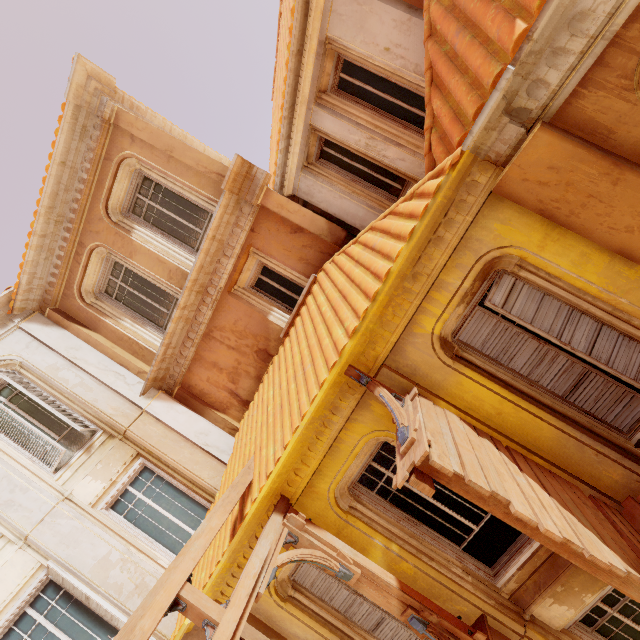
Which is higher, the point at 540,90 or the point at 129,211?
the point at 129,211

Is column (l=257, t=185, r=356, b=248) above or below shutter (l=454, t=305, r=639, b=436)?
above

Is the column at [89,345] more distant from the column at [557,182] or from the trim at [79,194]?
the column at [557,182]

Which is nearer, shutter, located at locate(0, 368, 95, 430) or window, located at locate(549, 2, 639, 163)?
window, located at locate(549, 2, 639, 163)

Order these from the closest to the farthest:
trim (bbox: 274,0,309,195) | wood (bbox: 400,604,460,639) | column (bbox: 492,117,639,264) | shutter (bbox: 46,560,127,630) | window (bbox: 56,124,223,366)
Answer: column (bbox: 492,117,639,264) → wood (bbox: 400,604,460,639) → shutter (bbox: 46,560,127,630) → trim (bbox: 274,0,309,195) → window (bbox: 56,124,223,366)

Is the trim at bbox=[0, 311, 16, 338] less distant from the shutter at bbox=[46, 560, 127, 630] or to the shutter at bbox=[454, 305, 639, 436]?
the shutter at bbox=[46, 560, 127, 630]

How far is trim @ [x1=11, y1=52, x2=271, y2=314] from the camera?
6.5m

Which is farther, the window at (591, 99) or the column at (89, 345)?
the column at (89, 345)
